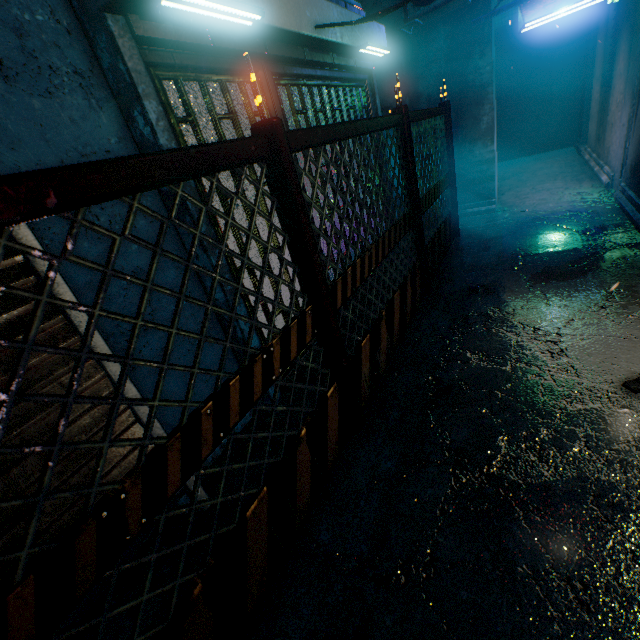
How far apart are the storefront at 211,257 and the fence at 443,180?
0.72m

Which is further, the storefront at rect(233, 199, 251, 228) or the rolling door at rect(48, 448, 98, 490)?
the storefront at rect(233, 199, 251, 228)

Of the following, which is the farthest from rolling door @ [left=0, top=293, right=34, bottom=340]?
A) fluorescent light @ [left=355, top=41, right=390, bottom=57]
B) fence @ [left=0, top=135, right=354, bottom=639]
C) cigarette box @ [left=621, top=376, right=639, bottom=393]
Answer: fluorescent light @ [left=355, top=41, right=390, bottom=57]

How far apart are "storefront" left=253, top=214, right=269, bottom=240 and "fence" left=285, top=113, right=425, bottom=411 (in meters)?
0.70

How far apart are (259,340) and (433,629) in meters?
1.8 m

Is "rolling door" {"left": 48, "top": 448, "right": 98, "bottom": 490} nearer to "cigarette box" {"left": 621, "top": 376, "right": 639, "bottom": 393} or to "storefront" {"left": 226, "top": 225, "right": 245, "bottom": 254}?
"storefront" {"left": 226, "top": 225, "right": 245, "bottom": 254}

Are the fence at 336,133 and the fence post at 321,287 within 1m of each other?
yes
